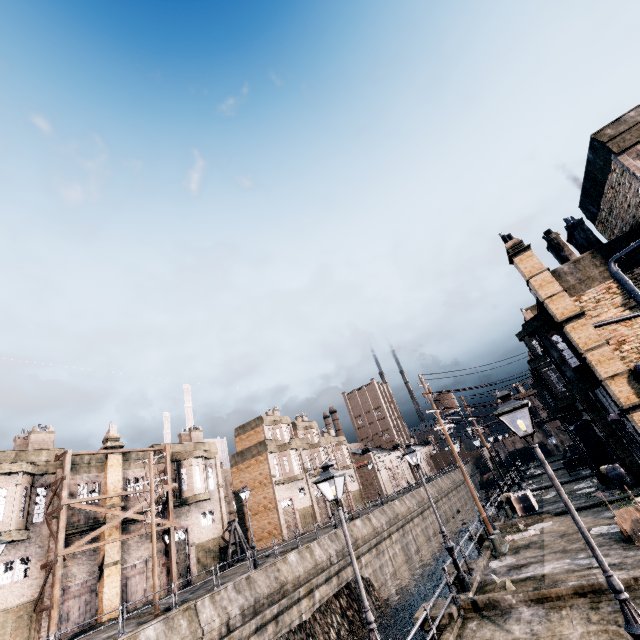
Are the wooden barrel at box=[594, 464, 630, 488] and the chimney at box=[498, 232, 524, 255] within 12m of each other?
no

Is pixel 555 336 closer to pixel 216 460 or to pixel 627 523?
pixel 627 523

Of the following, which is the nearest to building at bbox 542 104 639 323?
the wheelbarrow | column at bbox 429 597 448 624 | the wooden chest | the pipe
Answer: the pipe

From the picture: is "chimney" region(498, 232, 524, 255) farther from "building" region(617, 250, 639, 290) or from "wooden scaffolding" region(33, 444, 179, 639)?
"wooden scaffolding" region(33, 444, 179, 639)

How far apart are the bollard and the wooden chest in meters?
6.9

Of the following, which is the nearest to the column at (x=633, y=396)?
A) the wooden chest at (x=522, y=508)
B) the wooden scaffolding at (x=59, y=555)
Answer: the wooden chest at (x=522, y=508)

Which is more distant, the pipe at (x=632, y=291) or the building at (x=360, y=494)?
the building at (x=360, y=494)

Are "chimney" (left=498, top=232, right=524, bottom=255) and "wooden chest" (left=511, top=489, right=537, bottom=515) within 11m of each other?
no
